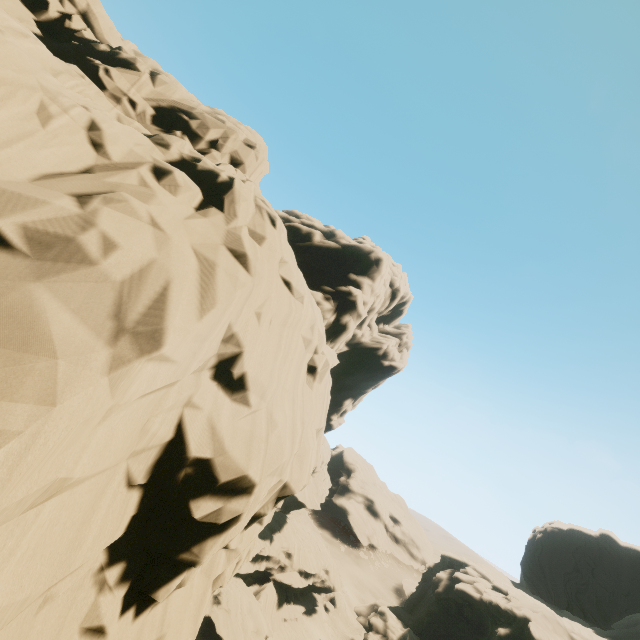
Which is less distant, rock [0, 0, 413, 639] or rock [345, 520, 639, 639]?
rock [0, 0, 413, 639]

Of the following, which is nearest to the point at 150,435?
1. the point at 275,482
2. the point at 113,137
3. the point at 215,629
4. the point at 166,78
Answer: the point at 275,482

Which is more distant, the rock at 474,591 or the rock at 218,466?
the rock at 474,591
